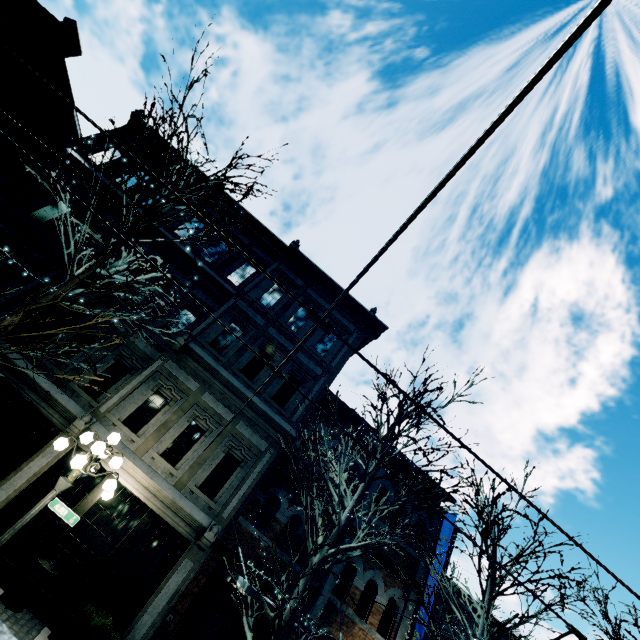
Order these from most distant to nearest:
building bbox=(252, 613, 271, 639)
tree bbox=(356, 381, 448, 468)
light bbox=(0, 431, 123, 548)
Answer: building bbox=(252, 613, 271, 639), tree bbox=(356, 381, 448, 468), light bbox=(0, 431, 123, 548)

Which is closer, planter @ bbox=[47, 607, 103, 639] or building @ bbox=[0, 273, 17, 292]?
planter @ bbox=[47, 607, 103, 639]

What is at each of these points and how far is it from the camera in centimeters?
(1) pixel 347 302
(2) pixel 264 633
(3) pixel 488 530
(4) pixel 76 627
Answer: (1) building, 1557cm
(2) building, 961cm
(3) tree, 959cm
(4) planter, 752cm

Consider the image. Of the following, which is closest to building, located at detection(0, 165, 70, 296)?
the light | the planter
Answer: the planter

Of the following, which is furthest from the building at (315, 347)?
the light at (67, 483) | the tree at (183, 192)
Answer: the light at (67, 483)

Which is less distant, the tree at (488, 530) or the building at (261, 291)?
the tree at (488, 530)

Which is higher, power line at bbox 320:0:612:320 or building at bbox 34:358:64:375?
power line at bbox 320:0:612:320

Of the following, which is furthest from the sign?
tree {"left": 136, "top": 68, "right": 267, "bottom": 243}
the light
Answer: tree {"left": 136, "top": 68, "right": 267, "bottom": 243}
